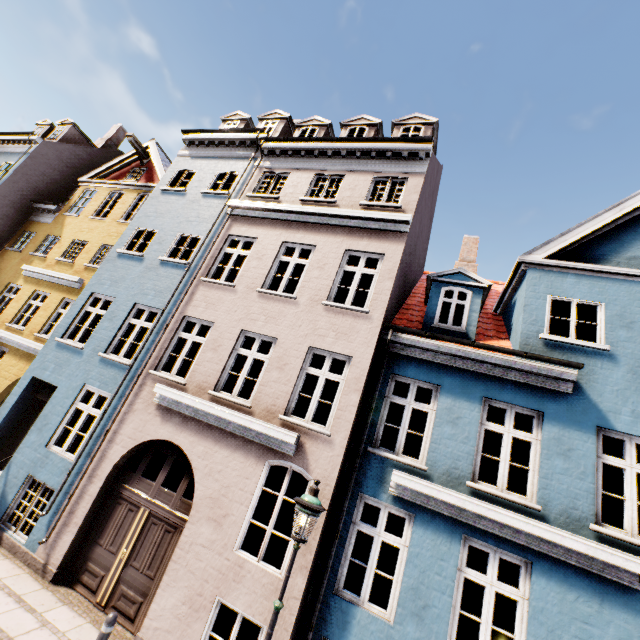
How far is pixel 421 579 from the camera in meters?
5.8

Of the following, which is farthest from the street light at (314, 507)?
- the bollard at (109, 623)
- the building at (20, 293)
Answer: the bollard at (109, 623)

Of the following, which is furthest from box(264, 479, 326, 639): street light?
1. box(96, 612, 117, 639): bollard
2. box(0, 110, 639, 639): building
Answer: box(96, 612, 117, 639): bollard

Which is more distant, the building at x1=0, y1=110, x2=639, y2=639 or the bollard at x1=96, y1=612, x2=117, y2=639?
the building at x1=0, y1=110, x2=639, y2=639

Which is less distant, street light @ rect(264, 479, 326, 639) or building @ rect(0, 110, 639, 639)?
street light @ rect(264, 479, 326, 639)

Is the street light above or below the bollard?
above

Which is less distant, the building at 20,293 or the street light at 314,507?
the street light at 314,507
